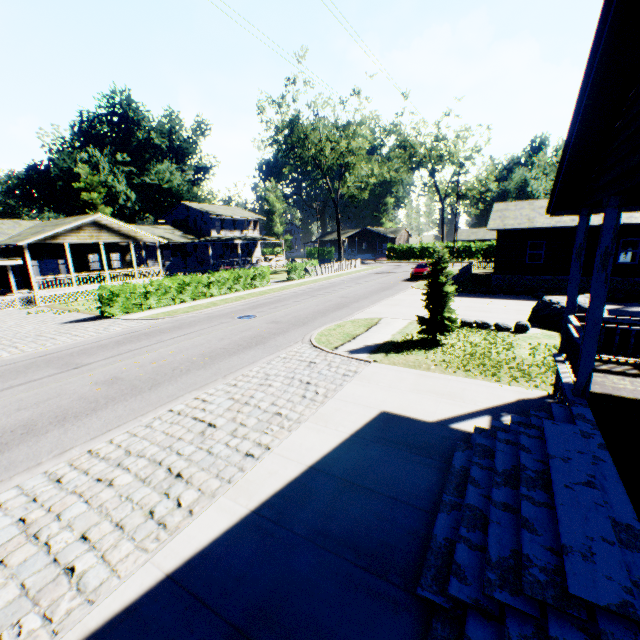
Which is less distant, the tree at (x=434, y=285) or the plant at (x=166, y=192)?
the tree at (x=434, y=285)

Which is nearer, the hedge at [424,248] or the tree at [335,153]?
the tree at [335,153]

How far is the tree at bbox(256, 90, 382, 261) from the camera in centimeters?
3550cm

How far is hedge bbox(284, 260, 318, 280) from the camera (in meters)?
33.44

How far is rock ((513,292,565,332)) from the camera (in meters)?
13.38

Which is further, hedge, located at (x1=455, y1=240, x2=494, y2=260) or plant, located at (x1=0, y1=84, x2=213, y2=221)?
hedge, located at (x1=455, y1=240, x2=494, y2=260)

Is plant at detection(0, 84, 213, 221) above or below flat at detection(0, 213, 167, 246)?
above

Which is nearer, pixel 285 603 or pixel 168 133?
pixel 285 603
